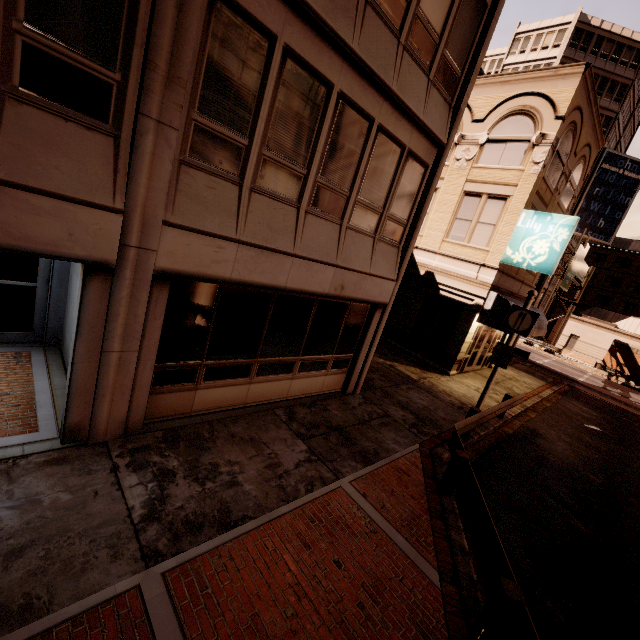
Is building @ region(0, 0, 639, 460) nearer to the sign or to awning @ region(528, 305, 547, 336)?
awning @ region(528, 305, 547, 336)

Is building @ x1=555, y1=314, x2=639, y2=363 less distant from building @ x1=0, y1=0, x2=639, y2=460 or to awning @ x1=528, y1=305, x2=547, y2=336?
awning @ x1=528, y1=305, x2=547, y2=336

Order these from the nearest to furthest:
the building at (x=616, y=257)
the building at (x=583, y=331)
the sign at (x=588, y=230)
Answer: the sign at (x=588, y=230)
the building at (x=583, y=331)
the building at (x=616, y=257)

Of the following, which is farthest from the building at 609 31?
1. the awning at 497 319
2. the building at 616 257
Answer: the building at 616 257

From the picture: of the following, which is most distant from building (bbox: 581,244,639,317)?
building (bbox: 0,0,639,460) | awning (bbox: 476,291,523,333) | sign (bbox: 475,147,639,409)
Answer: building (bbox: 0,0,639,460)

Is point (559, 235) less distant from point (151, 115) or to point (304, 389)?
point (304, 389)

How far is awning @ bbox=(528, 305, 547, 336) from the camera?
16.4 meters
